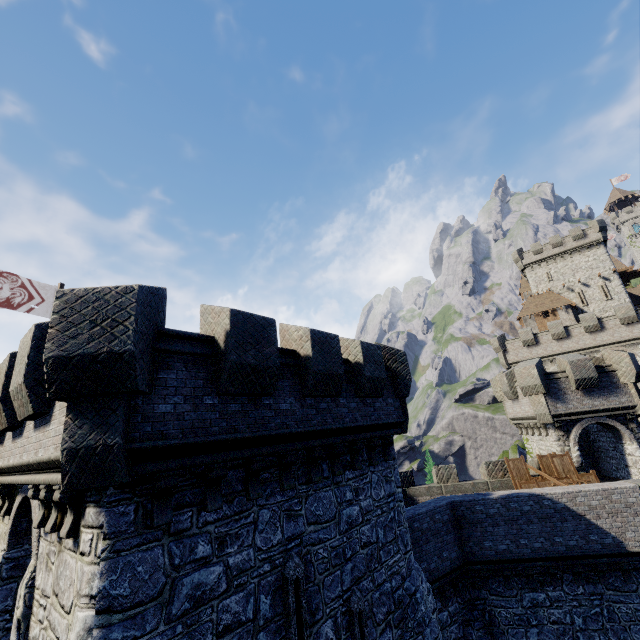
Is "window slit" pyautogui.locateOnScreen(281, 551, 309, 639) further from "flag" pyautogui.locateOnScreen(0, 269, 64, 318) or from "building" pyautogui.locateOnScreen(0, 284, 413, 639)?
"flag" pyautogui.locateOnScreen(0, 269, 64, 318)

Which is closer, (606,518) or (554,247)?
(606,518)

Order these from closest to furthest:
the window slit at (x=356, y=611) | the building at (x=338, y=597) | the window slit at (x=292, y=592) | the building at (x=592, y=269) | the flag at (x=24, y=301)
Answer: the building at (x=338, y=597)
the window slit at (x=292, y=592)
the window slit at (x=356, y=611)
the flag at (x=24, y=301)
the building at (x=592, y=269)

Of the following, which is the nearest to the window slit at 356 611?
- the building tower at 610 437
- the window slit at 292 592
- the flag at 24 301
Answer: the window slit at 292 592

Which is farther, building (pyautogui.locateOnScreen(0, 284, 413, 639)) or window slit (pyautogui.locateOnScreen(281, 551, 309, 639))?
window slit (pyautogui.locateOnScreen(281, 551, 309, 639))

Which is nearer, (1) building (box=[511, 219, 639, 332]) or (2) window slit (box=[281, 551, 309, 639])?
(2) window slit (box=[281, 551, 309, 639])

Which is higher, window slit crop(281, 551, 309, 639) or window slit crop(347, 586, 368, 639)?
window slit crop(281, 551, 309, 639)

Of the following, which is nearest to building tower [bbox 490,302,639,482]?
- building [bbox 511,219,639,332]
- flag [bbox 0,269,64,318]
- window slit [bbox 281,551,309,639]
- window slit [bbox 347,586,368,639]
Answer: window slit [bbox 347,586,368,639]
